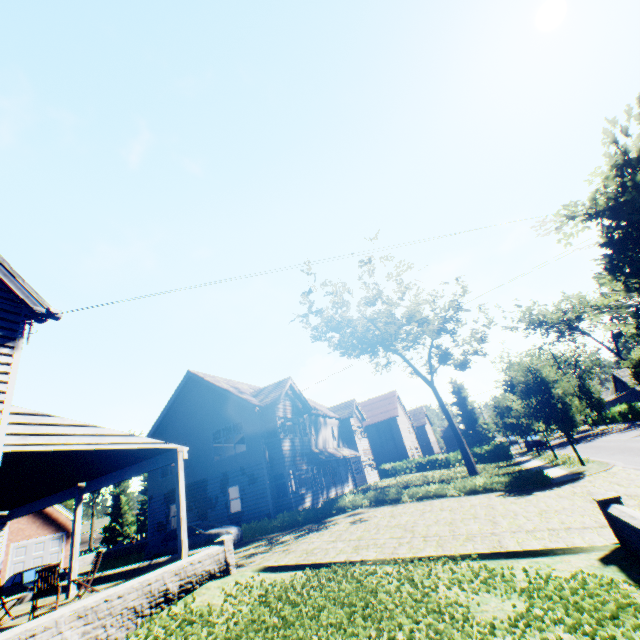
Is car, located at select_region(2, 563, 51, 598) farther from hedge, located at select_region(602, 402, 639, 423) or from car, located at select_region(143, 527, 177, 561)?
hedge, located at select_region(602, 402, 639, 423)

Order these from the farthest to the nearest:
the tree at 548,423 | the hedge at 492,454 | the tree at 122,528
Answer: the tree at 122,528, the hedge at 492,454, the tree at 548,423

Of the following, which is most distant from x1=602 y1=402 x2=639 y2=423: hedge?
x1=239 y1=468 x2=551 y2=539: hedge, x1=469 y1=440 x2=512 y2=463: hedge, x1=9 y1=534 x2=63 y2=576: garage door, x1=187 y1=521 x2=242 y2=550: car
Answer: x1=9 y1=534 x2=63 y2=576: garage door

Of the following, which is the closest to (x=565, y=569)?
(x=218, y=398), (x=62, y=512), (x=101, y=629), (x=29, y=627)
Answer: (x=101, y=629)

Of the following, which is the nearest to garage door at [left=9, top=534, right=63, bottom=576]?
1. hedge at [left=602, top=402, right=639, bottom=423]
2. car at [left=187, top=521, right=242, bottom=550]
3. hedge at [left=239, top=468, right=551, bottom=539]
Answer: hedge at [left=239, top=468, right=551, bottom=539]

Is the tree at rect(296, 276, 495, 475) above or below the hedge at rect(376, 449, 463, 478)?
above

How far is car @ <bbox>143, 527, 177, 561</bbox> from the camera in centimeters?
1593cm

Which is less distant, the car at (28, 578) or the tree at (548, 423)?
the car at (28, 578)
